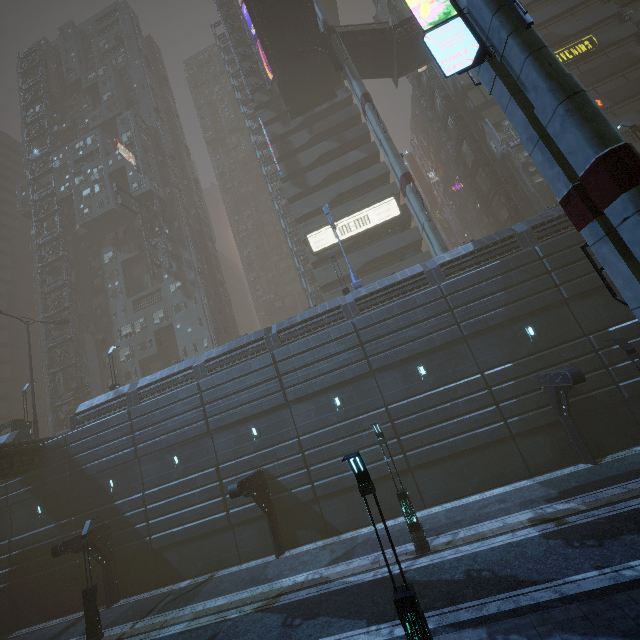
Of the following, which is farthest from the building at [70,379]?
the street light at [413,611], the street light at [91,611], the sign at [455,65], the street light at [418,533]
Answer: the street light at [418,533]

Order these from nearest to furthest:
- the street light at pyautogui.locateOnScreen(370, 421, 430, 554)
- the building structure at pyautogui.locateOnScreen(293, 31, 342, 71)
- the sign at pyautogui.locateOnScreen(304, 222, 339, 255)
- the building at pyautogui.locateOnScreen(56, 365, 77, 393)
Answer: the street light at pyautogui.locateOnScreen(370, 421, 430, 554)
the building structure at pyautogui.locateOnScreen(293, 31, 342, 71)
the sign at pyautogui.locateOnScreen(304, 222, 339, 255)
the building at pyautogui.locateOnScreen(56, 365, 77, 393)

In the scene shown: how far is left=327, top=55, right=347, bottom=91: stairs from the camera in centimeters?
3593cm

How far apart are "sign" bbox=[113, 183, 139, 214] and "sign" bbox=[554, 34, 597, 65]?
48.33m

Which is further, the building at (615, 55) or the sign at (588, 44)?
the sign at (588, 44)

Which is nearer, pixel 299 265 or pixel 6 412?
pixel 299 265

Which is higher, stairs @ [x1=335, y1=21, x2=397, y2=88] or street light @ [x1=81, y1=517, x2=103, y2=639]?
stairs @ [x1=335, y1=21, x2=397, y2=88]

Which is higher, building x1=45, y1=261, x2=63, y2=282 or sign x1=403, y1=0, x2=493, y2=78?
building x1=45, y1=261, x2=63, y2=282
